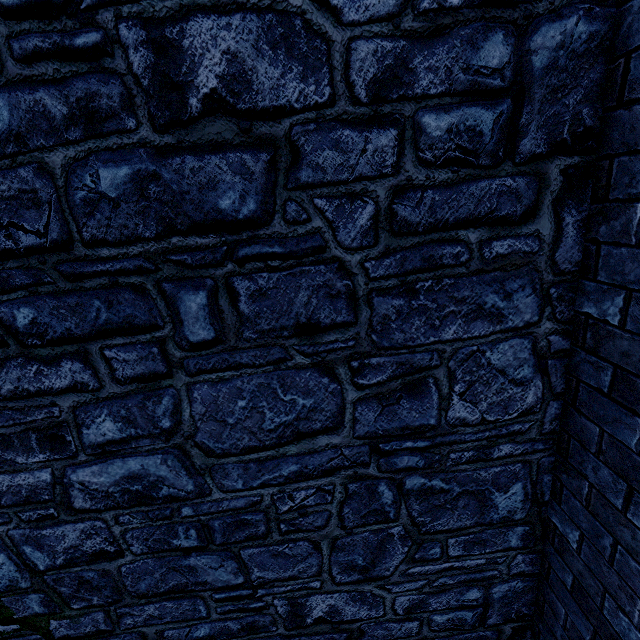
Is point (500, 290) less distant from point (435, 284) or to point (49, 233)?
point (435, 284)
